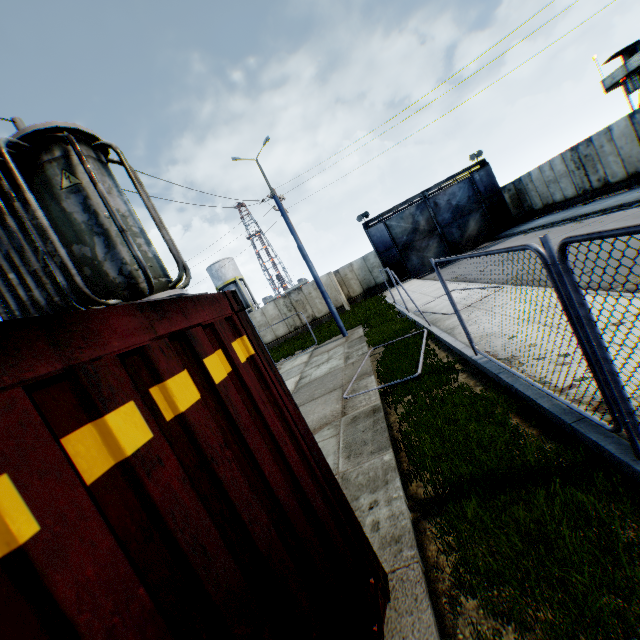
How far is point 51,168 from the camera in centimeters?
460cm

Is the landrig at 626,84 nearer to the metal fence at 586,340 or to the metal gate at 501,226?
the metal gate at 501,226

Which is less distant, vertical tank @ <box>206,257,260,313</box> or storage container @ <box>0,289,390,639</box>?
storage container @ <box>0,289,390,639</box>

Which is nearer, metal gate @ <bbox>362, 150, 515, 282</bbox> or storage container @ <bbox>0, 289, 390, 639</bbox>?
storage container @ <bbox>0, 289, 390, 639</bbox>

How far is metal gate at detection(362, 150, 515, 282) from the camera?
26.4m

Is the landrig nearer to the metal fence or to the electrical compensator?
the metal fence

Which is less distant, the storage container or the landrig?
the storage container

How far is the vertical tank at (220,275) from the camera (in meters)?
43.69
